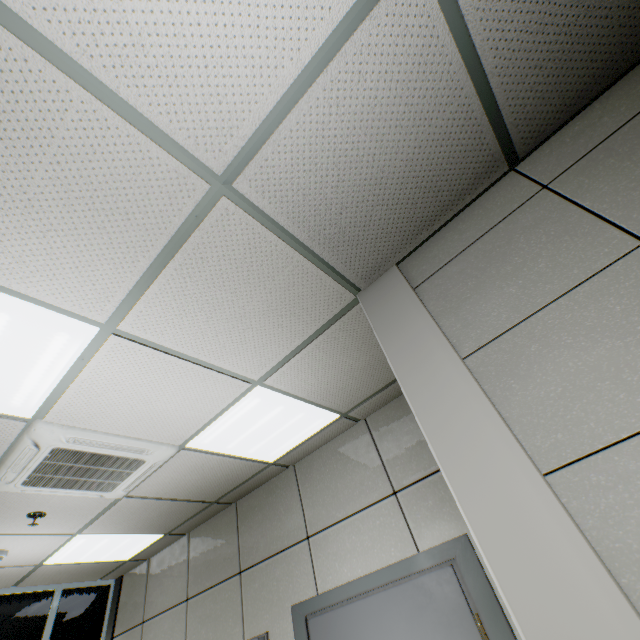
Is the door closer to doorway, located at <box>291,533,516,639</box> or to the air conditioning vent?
doorway, located at <box>291,533,516,639</box>

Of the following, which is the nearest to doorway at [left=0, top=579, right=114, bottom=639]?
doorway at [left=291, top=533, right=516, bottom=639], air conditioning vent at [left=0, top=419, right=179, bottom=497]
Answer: air conditioning vent at [left=0, top=419, right=179, bottom=497]

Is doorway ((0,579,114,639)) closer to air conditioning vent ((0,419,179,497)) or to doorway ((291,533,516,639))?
air conditioning vent ((0,419,179,497))

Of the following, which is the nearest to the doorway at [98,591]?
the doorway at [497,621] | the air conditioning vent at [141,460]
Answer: the air conditioning vent at [141,460]

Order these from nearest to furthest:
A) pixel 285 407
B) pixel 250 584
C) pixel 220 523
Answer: pixel 285 407 → pixel 250 584 → pixel 220 523

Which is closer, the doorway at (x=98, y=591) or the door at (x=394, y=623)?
the door at (x=394, y=623)

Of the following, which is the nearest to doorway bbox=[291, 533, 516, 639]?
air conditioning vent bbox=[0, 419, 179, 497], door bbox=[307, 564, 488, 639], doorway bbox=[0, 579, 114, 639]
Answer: door bbox=[307, 564, 488, 639]

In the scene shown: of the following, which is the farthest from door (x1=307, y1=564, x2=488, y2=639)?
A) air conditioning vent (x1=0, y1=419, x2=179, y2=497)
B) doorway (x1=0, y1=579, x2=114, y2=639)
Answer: doorway (x1=0, y1=579, x2=114, y2=639)
